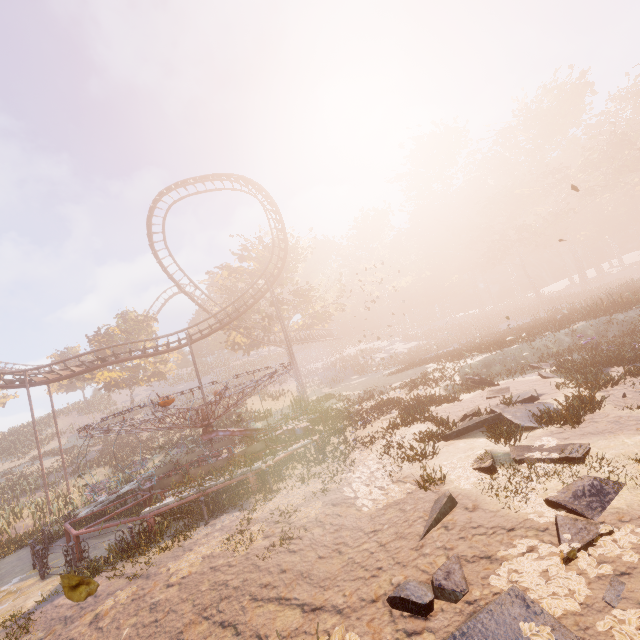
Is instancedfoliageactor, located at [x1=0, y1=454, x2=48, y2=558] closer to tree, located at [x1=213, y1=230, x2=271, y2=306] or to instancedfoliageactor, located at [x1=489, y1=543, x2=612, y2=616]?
tree, located at [x1=213, y1=230, x2=271, y2=306]

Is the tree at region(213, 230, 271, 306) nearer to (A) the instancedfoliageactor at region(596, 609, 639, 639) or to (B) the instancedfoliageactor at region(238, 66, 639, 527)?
(B) the instancedfoliageactor at region(238, 66, 639, 527)

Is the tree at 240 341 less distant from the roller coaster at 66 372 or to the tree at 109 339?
the roller coaster at 66 372

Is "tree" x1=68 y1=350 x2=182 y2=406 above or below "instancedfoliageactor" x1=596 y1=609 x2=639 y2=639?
above

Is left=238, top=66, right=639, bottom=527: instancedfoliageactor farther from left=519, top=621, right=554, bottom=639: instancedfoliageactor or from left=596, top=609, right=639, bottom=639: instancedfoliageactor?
left=519, top=621, right=554, bottom=639: instancedfoliageactor

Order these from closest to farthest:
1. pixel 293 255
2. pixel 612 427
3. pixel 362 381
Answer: pixel 612 427 → pixel 362 381 → pixel 293 255

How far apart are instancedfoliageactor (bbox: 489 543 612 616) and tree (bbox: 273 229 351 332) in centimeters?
3467cm

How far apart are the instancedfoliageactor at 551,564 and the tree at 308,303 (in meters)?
34.67
